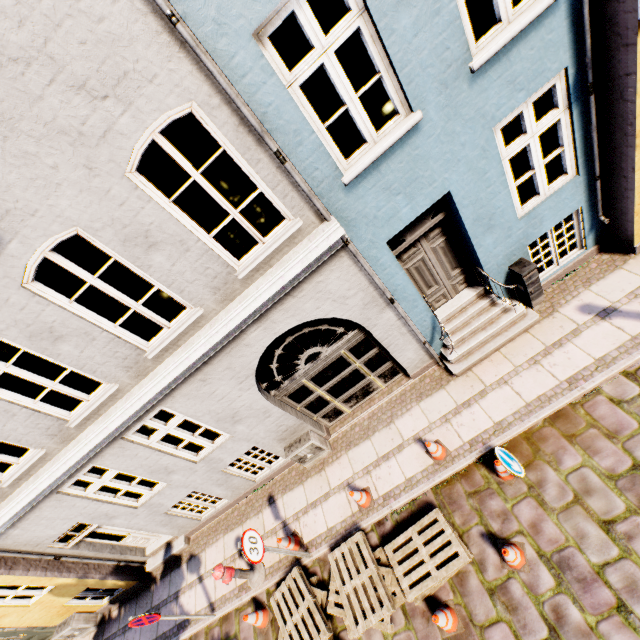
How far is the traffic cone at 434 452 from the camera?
5.9 meters

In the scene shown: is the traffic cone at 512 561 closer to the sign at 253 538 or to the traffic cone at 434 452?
the traffic cone at 434 452

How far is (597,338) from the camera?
5.69m

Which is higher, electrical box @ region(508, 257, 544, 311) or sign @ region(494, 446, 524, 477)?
electrical box @ region(508, 257, 544, 311)

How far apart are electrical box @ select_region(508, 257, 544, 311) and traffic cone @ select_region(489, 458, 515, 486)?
3.0m

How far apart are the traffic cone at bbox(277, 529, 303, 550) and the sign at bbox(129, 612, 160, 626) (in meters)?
2.45

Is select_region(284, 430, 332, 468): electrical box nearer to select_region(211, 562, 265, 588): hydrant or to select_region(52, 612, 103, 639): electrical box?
select_region(211, 562, 265, 588): hydrant

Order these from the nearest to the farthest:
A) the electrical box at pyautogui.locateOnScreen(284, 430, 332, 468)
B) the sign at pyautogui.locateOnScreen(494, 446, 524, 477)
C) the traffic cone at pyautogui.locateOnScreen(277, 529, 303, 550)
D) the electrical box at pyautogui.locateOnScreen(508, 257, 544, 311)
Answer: the sign at pyautogui.locateOnScreen(494, 446, 524, 477)
the electrical box at pyautogui.locateOnScreen(508, 257, 544, 311)
the traffic cone at pyautogui.locateOnScreen(277, 529, 303, 550)
the electrical box at pyautogui.locateOnScreen(284, 430, 332, 468)
